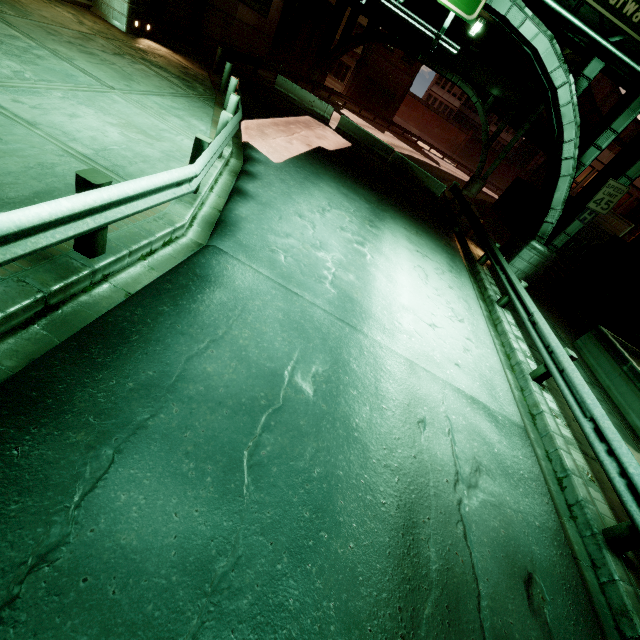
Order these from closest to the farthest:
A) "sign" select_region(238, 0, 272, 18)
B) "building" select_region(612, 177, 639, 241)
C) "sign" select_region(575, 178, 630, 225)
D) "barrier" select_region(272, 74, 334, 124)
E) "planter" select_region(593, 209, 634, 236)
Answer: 1. "sign" select_region(575, 178, 630, 225)
2. "planter" select_region(593, 209, 634, 236)
3. "barrier" select_region(272, 74, 334, 124)
4. "sign" select_region(238, 0, 272, 18)
5. "building" select_region(612, 177, 639, 241)

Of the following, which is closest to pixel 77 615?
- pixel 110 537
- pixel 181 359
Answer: pixel 110 537

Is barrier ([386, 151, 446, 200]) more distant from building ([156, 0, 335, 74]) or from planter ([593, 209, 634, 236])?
building ([156, 0, 335, 74])

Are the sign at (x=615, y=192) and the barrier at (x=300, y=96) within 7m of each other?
no

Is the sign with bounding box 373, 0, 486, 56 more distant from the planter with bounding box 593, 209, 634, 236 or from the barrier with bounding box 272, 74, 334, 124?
the barrier with bounding box 272, 74, 334, 124

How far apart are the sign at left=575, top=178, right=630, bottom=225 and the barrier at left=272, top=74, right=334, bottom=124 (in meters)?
15.73

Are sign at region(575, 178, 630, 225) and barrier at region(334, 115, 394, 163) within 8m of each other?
no

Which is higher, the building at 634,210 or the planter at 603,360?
the building at 634,210
